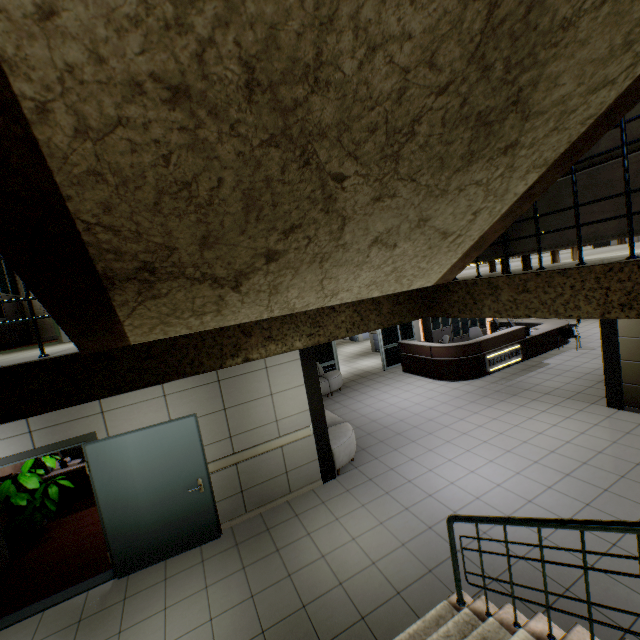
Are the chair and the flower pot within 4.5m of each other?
no

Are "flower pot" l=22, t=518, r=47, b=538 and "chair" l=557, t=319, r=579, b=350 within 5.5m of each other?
no

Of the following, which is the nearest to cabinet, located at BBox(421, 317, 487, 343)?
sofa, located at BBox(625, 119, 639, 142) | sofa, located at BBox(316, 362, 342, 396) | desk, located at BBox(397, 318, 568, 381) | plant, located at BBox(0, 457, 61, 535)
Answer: desk, located at BBox(397, 318, 568, 381)

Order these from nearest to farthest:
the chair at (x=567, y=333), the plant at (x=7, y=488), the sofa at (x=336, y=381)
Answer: the plant at (x=7, y=488), the sofa at (x=336, y=381), the chair at (x=567, y=333)

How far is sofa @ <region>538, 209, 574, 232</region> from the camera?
2.1 meters

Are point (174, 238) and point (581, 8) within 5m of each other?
yes

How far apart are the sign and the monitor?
10.7m

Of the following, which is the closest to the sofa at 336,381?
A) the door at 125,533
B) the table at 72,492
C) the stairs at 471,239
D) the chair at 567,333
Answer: the door at 125,533
